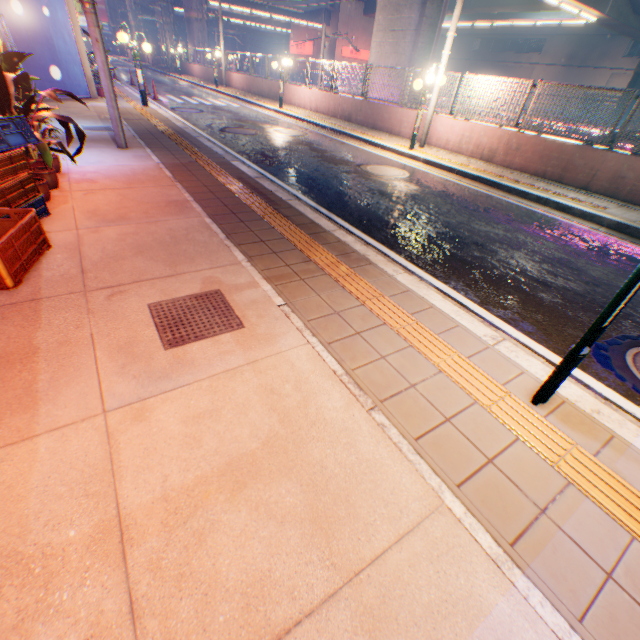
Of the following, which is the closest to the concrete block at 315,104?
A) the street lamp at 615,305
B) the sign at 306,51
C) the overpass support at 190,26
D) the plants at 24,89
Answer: the overpass support at 190,26

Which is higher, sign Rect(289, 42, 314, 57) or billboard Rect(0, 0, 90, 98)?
sign Rect(289, 42, 314, 57)

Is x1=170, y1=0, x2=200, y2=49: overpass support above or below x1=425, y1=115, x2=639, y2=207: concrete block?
above

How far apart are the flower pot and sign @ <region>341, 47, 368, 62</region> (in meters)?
48.73

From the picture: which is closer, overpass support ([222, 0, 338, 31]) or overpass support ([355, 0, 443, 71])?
overpass support ([355, 0, 443, 71])

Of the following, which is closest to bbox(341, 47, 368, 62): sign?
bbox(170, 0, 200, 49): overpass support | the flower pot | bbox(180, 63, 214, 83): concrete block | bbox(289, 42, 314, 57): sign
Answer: bbox(170, 0, 200, 49): overpass support

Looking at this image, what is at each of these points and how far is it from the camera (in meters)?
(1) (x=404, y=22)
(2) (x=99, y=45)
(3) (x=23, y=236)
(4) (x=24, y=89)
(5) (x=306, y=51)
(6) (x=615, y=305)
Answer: (1) overpass support, 13.56
(2) electric pole, 6.08
(3) plastic crate, 3.07
(4) plants, 4.71
(5) sign, 45.09
(6) street lamp, 1.88

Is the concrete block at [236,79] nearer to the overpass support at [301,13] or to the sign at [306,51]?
the overpass support at [301,13]
